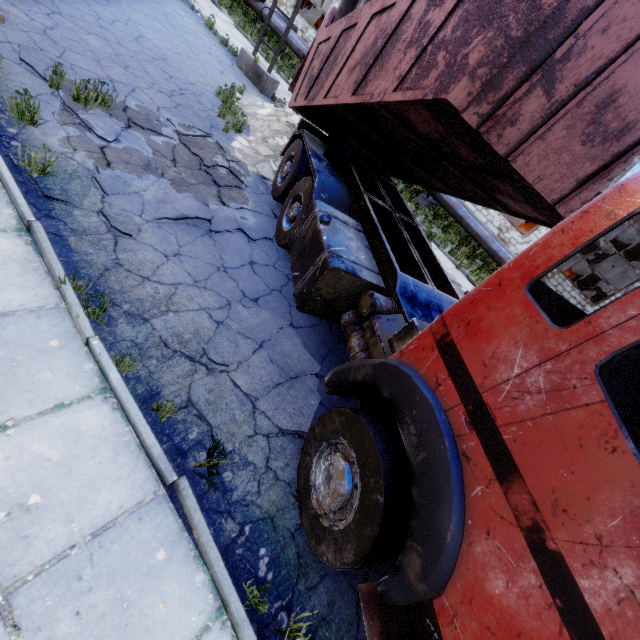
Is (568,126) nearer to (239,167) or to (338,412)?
(338,412)

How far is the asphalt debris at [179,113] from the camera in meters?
6.5 m

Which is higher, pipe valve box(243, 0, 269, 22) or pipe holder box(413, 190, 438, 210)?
pipe valve box(243, 0, 269, 22)

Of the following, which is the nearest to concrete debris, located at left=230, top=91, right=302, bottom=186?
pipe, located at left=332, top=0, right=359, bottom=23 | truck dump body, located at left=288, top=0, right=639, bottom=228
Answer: truck dump body, located at left=288, top=0, right=639, bottom=228

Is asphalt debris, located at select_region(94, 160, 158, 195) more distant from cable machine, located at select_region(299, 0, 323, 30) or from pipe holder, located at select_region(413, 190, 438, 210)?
cable machine, located at select_region(299, 0, 323, 30)

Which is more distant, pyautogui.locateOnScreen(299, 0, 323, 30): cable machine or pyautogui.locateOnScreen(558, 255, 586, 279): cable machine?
pyautogui.locateOnScreen(299, 0, 323, 30): cable machine

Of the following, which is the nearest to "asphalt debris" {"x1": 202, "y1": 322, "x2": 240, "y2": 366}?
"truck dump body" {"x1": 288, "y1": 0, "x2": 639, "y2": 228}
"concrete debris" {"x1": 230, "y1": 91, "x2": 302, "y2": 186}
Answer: "truck dump body" {"x1": 288, "y1": 0, "x2": 639, "y2": 228}

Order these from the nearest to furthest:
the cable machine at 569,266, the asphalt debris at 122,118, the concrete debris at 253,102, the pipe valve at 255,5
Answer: the asphalt debris at 122,118 < the concrete debris at 253,102 < the pipe valve at 255,5 < the cable machine at 569,266
